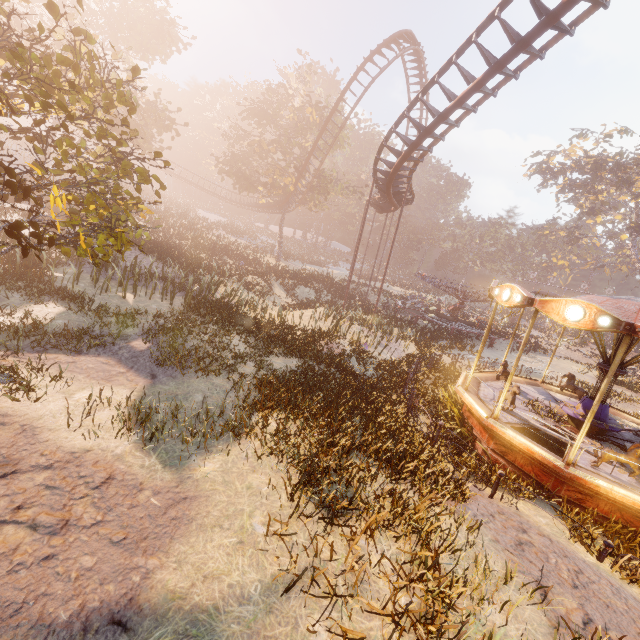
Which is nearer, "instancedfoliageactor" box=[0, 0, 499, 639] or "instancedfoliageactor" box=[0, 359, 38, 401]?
"instancedfoliageactor" box=[0, 0, 499, 639]

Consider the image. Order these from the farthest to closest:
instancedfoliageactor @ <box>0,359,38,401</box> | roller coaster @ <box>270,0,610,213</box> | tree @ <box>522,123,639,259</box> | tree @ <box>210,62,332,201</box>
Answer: tree @ <box>522,123,639,259</box>, tree @ <box>210,62,332,201</box>, roller coaster @ <box>270,0,610,213</box>, instancedfoliageactor @ <box>0,359,38,401</box>

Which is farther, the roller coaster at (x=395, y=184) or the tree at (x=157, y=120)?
the tree at (x=157, y=120)

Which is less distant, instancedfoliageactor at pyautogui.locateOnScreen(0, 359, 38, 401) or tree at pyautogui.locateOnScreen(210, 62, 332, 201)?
instancedfoliageactor at pyautogui.locateOnScreen(0, 359, 38, 401)

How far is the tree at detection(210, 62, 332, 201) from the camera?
33.2 meters

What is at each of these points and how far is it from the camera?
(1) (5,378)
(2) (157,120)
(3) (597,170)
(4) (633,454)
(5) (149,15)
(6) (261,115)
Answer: (1) instancedfoliageactor, 6.2 meters
(2) tree, 24.6 meters
(3) tree, 39.3 meters
(4) horse, 7.6 meters
(5) tree, 20.8 meters
(6) tree, 33.7 meters

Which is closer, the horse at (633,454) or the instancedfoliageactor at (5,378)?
the instancedfoliageactor at (5,378)
